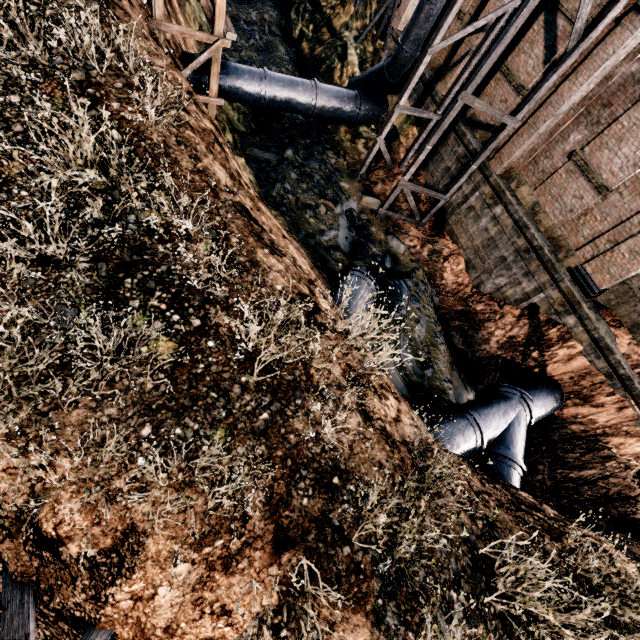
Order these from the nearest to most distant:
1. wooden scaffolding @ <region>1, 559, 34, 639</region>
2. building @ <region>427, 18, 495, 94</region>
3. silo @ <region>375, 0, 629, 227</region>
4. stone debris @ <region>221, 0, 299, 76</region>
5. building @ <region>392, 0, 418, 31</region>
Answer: wooden scaffolding @ <region>1, 559, 34, 639</region>
silo @ <region>375, 0, 629, 227</region>
building @ <region>427, 18, 495, 94</region>
building @ <region>392, 0, 418, 31</region>
stone debris @ <region>221, 0, 299, 76</region>

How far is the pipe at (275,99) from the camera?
15.7m

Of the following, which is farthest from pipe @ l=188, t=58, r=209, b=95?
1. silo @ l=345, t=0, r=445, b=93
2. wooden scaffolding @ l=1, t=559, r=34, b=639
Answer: wooden scaffolding @ l=1, t=559, r=34, b=639

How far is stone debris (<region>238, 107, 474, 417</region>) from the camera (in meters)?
14.43

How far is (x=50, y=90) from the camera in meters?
6.7 m

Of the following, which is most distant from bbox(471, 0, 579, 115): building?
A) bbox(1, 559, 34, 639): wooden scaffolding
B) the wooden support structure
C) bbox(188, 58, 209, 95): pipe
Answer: bbox(1, 559, 34, 639): wooden scaffolding

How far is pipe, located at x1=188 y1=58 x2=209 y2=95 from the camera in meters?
14.7

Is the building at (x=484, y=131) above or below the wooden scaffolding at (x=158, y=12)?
above
